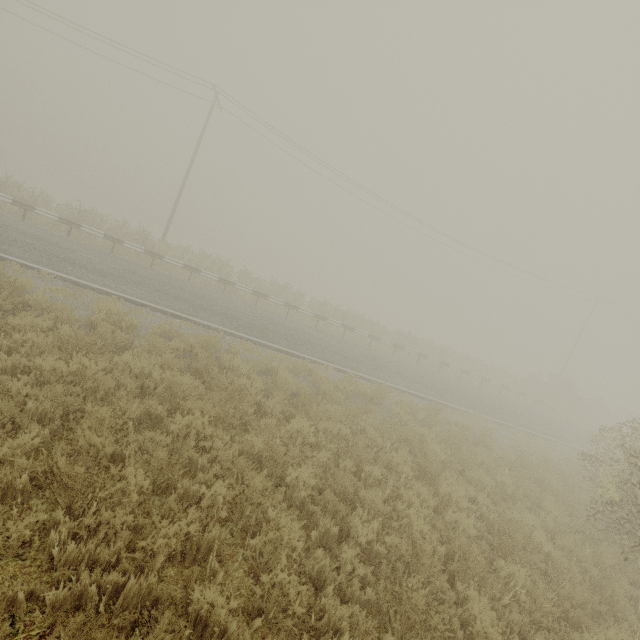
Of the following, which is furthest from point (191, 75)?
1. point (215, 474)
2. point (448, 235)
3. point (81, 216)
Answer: point (215, 474)
